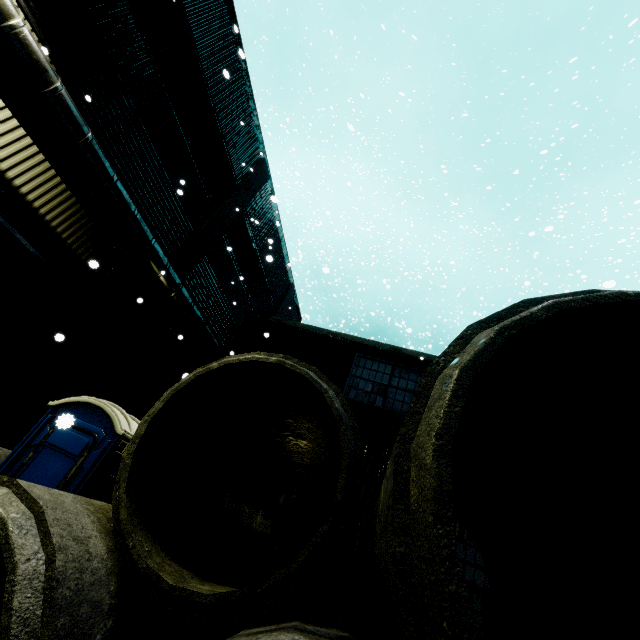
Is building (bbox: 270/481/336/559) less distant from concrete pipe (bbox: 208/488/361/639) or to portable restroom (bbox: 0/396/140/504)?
portable restroom (bbox: 0/396/140/504)

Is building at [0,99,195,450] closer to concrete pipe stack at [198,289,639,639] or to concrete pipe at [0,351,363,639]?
concrete pipe stack at [198,289,639,639]

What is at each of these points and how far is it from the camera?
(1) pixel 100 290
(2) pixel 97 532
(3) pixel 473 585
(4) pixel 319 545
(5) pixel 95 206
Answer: (1) building, 8.71m
(2) concrete pipe, 2.29m
(3) building, 6.34m
(4) concrete pipe, 2.19m
(5) vent duct, 6.88m

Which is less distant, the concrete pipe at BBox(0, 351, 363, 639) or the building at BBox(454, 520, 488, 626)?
the concrete pipe at BBox(0, 351, 363, 639)

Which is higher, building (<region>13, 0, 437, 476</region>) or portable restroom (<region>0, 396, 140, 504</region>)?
building (<region>13, 0, 437, 476</region>)

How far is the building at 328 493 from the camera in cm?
708

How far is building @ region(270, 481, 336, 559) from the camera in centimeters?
708cm

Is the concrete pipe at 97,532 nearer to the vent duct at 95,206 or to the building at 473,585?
the building at 473,585
